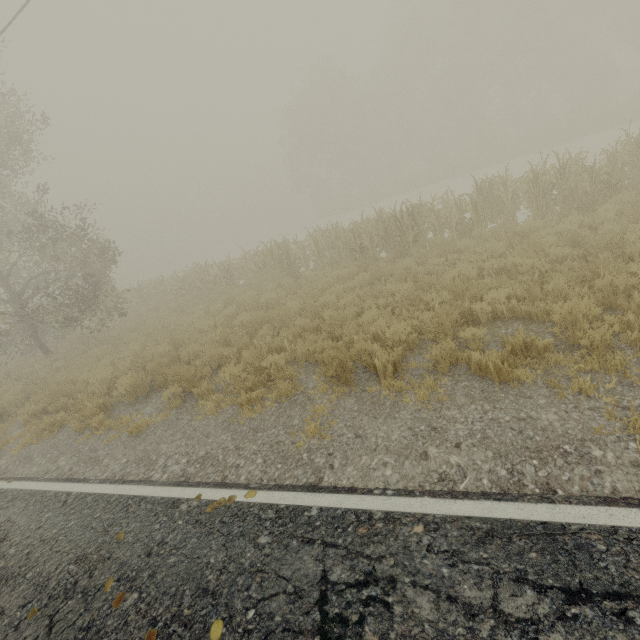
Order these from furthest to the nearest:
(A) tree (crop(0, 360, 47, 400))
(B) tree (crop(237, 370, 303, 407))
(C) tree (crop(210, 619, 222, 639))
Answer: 1. (A) tree (crop(0, 360, 47, 400))
2. (B) tree (crop(237, 370, 303, 407))
3. (C) tree (crop(210, 619, 222, 639))

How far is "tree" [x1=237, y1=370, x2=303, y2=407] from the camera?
5.8m

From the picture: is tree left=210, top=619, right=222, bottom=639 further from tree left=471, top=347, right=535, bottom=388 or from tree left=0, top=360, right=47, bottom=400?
tree left=0, top=360, right=47, bottom=400

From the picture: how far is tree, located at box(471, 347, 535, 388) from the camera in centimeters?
425cm

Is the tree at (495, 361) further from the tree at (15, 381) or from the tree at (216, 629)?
the tree at (15, 381)

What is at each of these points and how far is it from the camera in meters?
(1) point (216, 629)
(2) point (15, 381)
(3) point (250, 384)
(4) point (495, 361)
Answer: (1) tree, 2.7 m
(2) tree, 13.2 m
(3) tree, 6.4 m
(4) tree, 4.3 m

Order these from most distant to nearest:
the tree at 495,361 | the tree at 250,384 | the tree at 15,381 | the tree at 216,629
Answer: the tree at 15,381, the tree at 250,384, the tree at 495,361, the tree at 216,629
